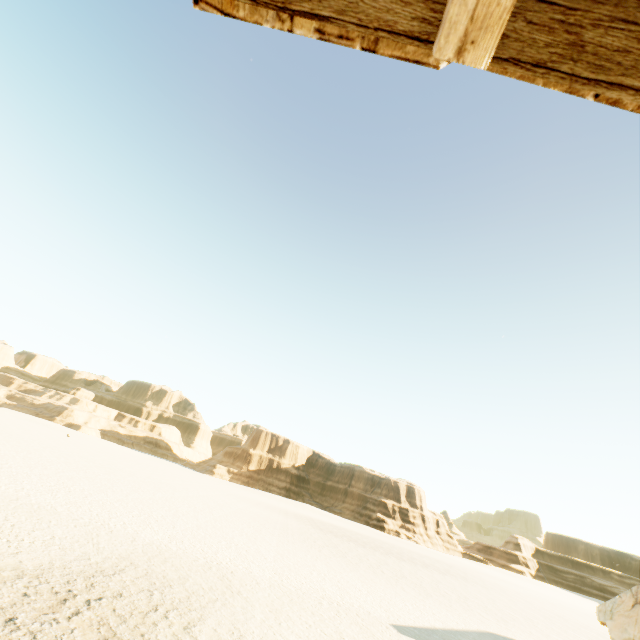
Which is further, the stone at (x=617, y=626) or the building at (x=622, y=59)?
the stone at (x=617, y=626)

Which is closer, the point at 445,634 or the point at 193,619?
the point at 193,619

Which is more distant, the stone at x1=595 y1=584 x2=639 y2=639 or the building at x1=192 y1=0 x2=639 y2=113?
the stone at x1=595 y1=584 x2=639 y2=639

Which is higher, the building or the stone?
the building

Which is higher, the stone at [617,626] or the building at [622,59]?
the building at [622,59]
